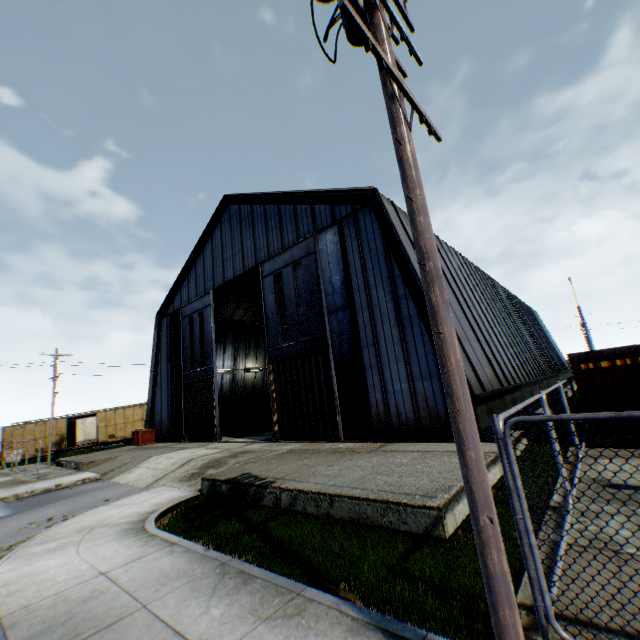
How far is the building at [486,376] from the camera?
12.3m

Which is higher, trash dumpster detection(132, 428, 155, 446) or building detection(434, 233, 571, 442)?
building detection(434, 233, 571, 442)

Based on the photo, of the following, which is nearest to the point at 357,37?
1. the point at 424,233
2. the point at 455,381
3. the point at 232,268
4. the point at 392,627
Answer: the point at 424,233

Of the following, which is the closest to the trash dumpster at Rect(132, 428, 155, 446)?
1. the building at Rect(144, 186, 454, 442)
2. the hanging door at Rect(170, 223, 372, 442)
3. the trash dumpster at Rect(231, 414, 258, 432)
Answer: the building at Rect(144, 186, 454, 442)

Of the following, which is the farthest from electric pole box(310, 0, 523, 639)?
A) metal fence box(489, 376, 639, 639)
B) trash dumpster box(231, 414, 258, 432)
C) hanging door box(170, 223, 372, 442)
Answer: trash dumpster box(231, 414, 258, 432)

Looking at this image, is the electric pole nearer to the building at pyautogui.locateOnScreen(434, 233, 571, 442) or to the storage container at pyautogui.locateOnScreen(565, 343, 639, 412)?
the building at pyautogui.locateOnScreen(434, 233, 571, 442)

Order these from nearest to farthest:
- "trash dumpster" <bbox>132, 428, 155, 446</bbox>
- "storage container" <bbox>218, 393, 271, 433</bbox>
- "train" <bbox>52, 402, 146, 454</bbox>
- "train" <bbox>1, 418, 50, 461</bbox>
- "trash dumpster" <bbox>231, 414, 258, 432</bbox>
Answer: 1. "trash dumpster" <bbox>132, 428, 155, 446</bbox>
2. "trash dumpster" <bbox>231, 414, 258, 432</bbox>
3. "storage container" <bbox>218, 393, 271, 433</bbox>
4. "train" <bbox>1, 418, 50, 461</bbox>
5. "train" <bbox>52, 402, 146, 454</bbox>

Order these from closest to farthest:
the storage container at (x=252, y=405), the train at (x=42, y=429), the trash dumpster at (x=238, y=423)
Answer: the trash dumpster at (x=238, y=423) → the storage container at (x=252, y=405) → the train at (x=42, y=429)
